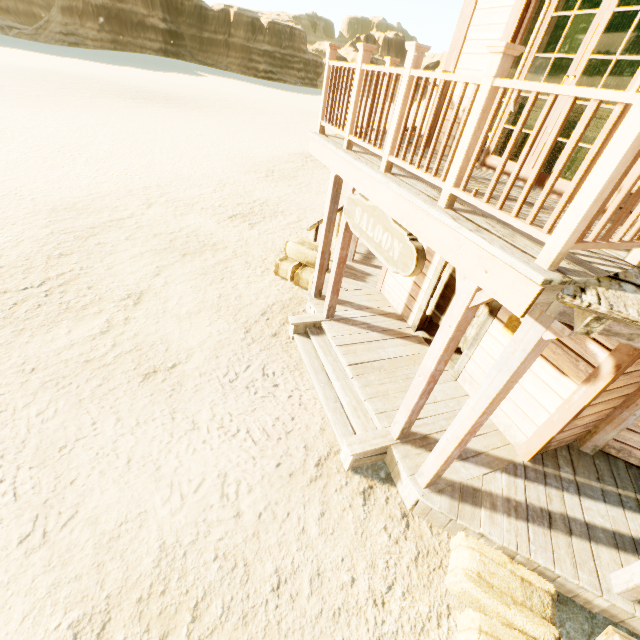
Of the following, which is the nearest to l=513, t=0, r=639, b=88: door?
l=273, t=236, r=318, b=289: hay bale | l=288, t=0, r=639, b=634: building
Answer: l=288, t=0, r=639, b=634: building

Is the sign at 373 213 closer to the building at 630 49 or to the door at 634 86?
the building at 630 49

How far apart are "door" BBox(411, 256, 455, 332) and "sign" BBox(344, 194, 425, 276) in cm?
176

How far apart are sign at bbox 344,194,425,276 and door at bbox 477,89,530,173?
1.8m

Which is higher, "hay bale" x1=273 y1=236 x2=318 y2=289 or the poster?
the poster

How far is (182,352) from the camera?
5.6 meters

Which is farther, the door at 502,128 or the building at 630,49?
the building at 630,49

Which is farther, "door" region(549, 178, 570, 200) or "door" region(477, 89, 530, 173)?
"door" region(477, 89, 530, 173)
